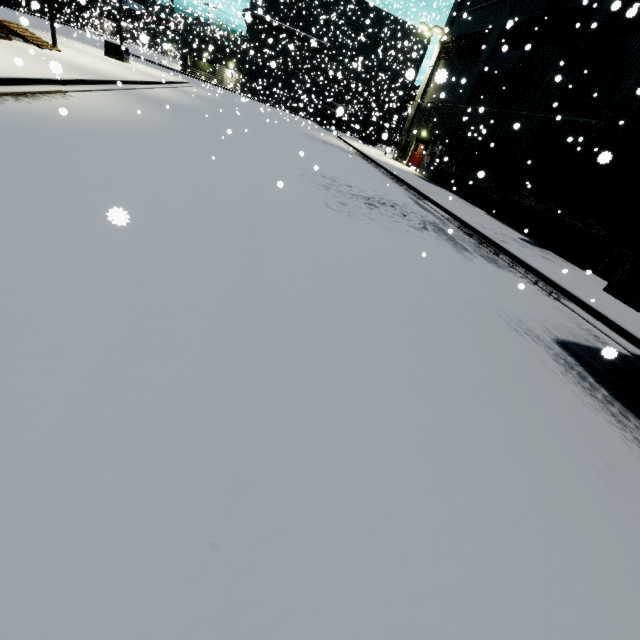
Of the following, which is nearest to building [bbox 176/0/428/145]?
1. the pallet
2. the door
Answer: the door

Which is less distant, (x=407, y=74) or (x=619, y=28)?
(x=407, y=74)

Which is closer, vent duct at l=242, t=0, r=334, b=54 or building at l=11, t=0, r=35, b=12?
building at l=11, t=0, r=35, b=12

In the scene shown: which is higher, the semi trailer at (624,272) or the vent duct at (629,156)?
the vent duct at (629,156)

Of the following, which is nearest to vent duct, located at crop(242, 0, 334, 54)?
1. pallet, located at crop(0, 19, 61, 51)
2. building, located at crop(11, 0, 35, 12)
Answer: building, located at crop(11, 0, 35, 12)

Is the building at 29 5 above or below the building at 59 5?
below

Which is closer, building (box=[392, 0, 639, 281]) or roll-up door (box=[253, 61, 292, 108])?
building (box=[392, 0, 639, 281])

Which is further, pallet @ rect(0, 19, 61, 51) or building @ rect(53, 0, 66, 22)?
building @ rect(53, 0, 66, 22)
